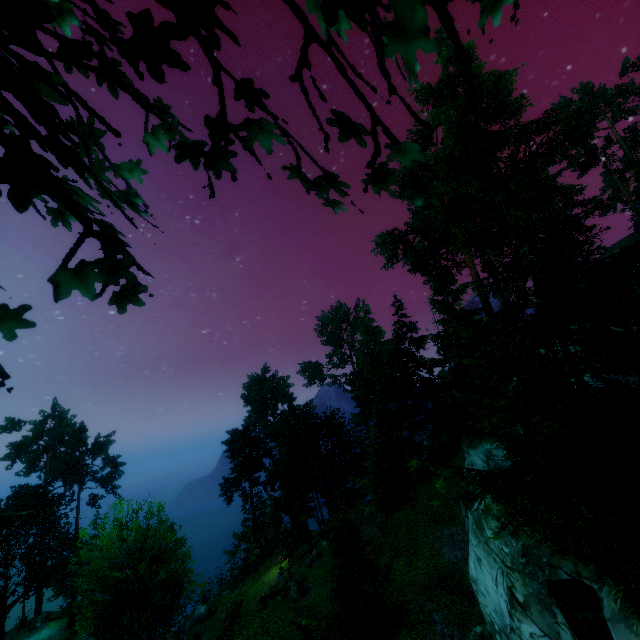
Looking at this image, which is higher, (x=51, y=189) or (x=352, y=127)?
(x=352, y=127)

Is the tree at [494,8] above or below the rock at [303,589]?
above

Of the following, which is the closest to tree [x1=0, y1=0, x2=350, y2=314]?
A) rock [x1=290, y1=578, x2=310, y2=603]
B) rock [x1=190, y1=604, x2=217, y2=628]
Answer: rock [x1=290, y1=578, x2=310, y2=603]

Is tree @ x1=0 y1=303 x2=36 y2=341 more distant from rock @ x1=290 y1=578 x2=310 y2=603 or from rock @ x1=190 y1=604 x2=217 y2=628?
rock @ x1=190 y1=604 x2=217 y2=628

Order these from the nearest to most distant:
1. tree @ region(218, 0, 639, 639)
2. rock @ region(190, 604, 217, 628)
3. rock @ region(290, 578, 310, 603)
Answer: tree @ region(218, 0, 639, 639)
rock @ region(290, 578, 310, 603)
rock @ region(190, 604, 217, 628)

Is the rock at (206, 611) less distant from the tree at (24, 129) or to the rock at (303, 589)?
the tree at (24, 129)
